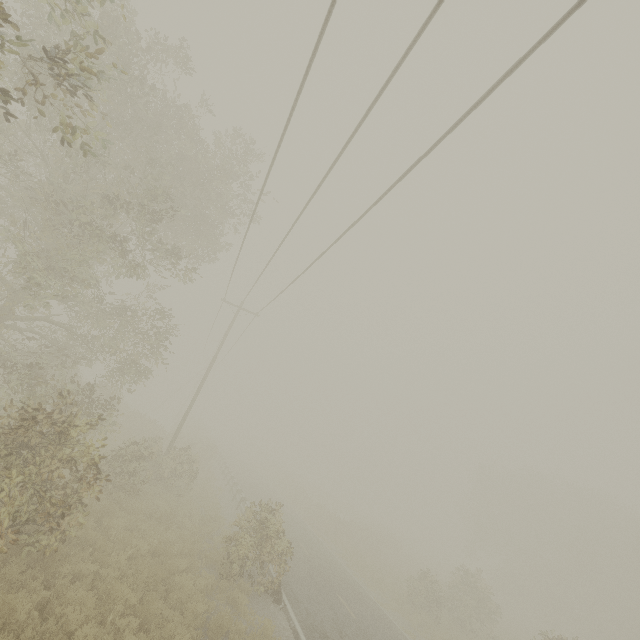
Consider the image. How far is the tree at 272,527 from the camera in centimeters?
1168cm

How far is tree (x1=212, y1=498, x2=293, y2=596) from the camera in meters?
11.7 m

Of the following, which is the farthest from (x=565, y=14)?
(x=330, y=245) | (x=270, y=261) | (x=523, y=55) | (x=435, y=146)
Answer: (x=270, y=261)
